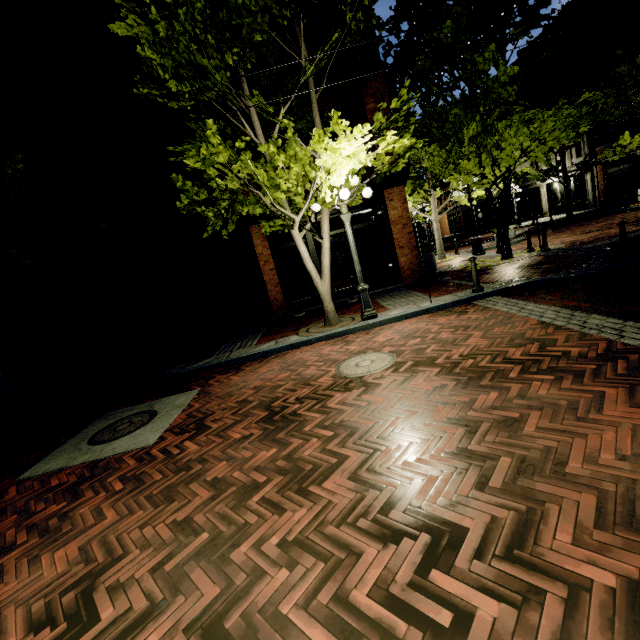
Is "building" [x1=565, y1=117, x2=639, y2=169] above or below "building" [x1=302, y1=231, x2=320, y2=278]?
Result: above

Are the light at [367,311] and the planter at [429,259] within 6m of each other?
yes

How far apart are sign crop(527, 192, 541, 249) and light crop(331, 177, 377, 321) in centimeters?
722cm

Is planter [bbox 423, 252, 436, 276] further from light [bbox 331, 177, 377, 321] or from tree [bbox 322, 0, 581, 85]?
light [bbox 331, 177, 377, 321]

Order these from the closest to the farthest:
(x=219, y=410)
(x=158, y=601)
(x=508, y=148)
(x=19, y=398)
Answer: (x=158, y=601)
(x=219, y=410)
(x=508, y=148)
(x=19, y=398)

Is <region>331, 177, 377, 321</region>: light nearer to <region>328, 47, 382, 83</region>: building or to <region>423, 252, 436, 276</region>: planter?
<region>328, 47, 382, 83</region>: building

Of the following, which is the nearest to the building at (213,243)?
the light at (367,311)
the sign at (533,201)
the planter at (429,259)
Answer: the planter at (429,259)

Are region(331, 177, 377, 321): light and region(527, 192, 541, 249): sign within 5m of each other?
no
